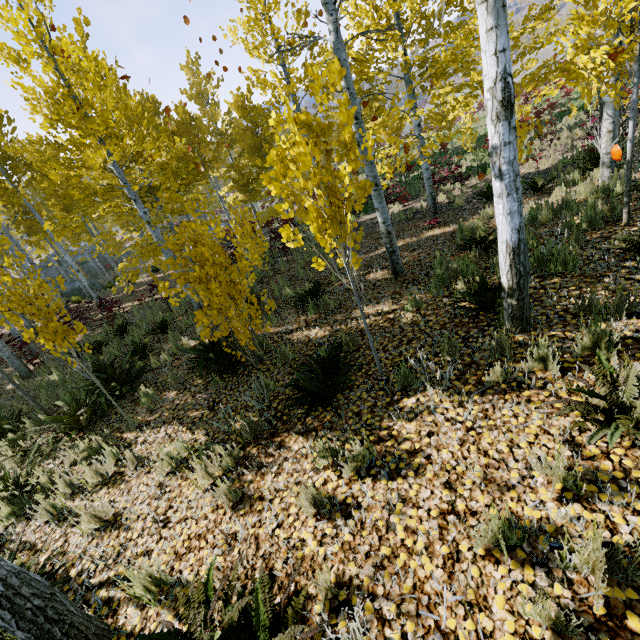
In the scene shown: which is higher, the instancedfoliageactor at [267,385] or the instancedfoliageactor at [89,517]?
the instancedfoliageactor at [89,517]

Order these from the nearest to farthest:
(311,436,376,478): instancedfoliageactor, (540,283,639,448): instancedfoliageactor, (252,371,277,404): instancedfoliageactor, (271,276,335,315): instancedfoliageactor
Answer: (540,283,639,448): instancedfoliageactor
(311,436,376,478): instancedfoliageactor
(252,371,277,404): instancedfoliageactor
(271,276,335,315): instancedfoliageactor

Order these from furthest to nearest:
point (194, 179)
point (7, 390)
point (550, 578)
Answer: point (194, 179)
point (7, 390)
point (550, 578)

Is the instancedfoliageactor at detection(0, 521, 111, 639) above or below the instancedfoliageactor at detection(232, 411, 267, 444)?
above

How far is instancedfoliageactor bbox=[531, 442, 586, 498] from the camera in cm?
209

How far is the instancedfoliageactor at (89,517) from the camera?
3.6 meters
